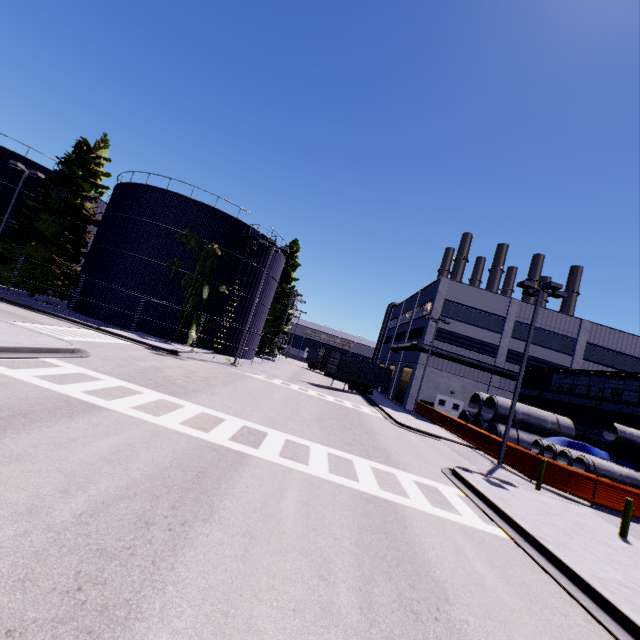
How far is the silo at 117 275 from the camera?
26.44m

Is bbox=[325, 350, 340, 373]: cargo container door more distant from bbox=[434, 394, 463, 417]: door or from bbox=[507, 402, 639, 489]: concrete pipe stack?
bbox=[434, 394, 463, 417]: door

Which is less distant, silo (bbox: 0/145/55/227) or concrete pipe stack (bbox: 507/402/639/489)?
concrete pipe stack (bbox: 507/402/639/489)

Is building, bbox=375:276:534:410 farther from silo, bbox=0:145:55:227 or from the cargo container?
the cargo container

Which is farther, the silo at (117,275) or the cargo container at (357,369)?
the cargo container at (357,369)

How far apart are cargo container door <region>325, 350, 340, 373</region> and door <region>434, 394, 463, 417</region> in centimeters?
1193cm

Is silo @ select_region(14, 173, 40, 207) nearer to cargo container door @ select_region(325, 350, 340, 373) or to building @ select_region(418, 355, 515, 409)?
building @ select_region(418, 355, 515, 409)

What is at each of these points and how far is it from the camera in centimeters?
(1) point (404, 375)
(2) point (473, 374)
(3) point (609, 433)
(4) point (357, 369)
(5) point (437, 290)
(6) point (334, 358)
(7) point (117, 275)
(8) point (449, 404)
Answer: (1) roll-up door, 4019cm
(2) building, 3475cm
(3) concrete pipe, 1619cm
(4) cargo container, 3369cm
(5) building, 3559cm
(6) cargo container door, 3127cm
(7) silo, 2662cm
(8) door, 3450cm
